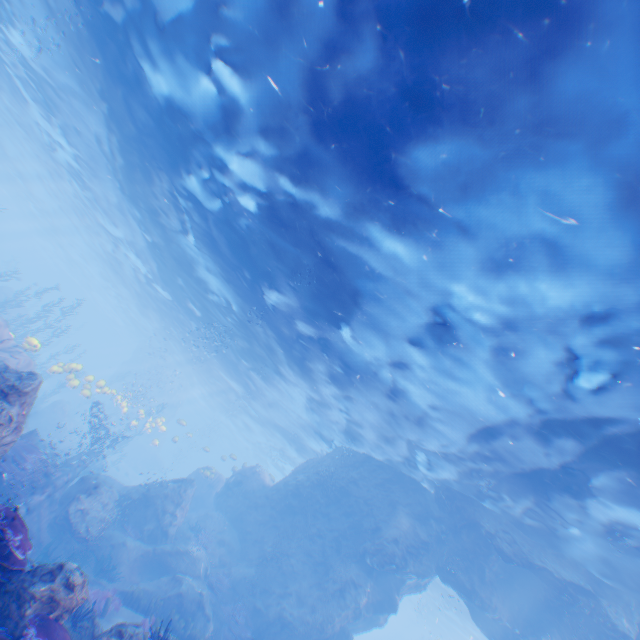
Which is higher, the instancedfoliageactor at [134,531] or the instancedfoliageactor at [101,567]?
the instancedfoliageactor at [134,531]

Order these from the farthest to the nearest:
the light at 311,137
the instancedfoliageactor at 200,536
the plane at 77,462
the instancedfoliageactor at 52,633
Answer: the instancedfoliageactor at 200,536 < the plane at 77,462 < the light at 311,137 < the instancedfoliageactor at 52,633

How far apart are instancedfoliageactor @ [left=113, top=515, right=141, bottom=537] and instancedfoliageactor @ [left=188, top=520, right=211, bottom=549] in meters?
3.0 m

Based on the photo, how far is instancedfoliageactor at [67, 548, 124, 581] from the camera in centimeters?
1281cm

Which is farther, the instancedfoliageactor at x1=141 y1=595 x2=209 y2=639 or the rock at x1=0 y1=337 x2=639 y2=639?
the rock at x1=0 y1=337 x2=639 y2=639

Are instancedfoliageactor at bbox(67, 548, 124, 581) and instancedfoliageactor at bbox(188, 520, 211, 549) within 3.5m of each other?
no

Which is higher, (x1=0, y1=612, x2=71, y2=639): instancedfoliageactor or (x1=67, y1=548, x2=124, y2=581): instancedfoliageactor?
(x1=0, y1=612, x2=71, y2=639): instancedfoliageactor

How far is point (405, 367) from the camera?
11.8 meters
